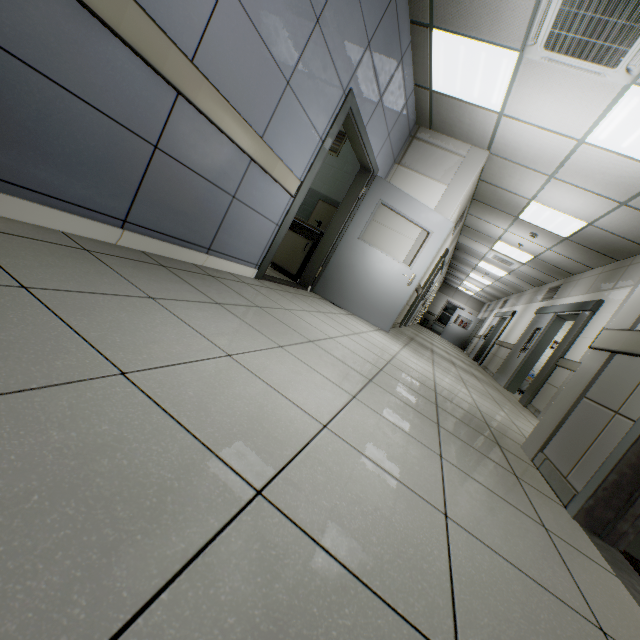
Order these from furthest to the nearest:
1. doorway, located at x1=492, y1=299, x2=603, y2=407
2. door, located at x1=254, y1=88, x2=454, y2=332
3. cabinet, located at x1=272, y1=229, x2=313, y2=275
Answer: doorway, located at x1=492, y1=299, x2=603, y2=407 → cabinet, located at x1=272, y1=229, x2=313, y2=275 → door, located at x1=254, y1=88, x2=454, y2=332

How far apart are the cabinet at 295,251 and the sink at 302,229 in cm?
3

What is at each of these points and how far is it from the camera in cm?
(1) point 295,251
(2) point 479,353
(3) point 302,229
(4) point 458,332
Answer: (1) cabinet, 539
(2) doorway, 1348
(3) sink, 541
(4) door, 1911

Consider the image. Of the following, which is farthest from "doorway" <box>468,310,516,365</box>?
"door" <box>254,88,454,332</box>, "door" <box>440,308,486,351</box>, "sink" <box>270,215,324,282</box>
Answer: "sink" <box>270,215,324,282</box>

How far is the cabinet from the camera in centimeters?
531cm

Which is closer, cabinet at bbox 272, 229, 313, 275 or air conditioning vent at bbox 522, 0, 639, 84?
air conditioning vent at bbox 522, 0, 639, 84

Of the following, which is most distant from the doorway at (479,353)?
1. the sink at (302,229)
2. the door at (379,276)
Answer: the sink at (302,229)

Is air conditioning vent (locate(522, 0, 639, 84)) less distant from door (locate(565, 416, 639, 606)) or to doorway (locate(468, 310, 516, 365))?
door (locate(565, 416, 639, 606))
